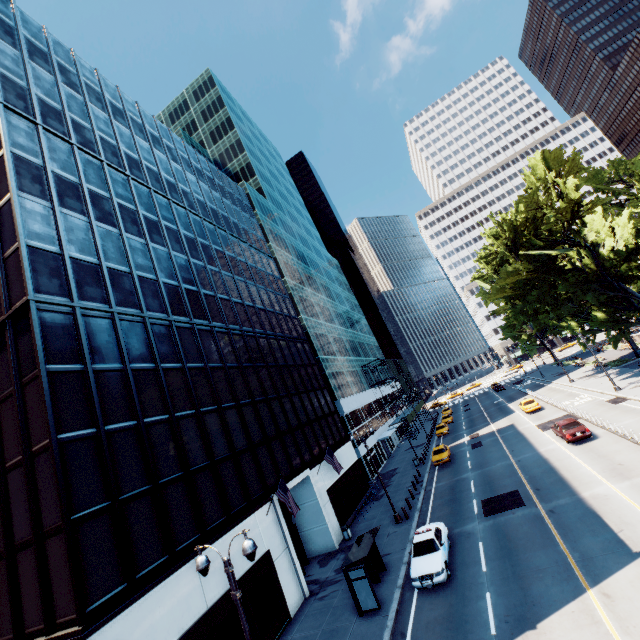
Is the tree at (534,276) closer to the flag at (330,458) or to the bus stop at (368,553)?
the bus stop at (368,553)

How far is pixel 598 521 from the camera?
15.6 meters

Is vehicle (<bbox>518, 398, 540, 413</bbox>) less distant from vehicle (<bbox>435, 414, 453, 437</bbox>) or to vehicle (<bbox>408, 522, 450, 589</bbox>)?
vehicle (<bbox>435, 414, 453, 437</bbox>)

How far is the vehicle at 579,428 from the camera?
25.0m

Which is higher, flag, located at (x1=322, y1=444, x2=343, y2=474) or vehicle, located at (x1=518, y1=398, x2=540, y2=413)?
flag, located at (x1=322, y1=444, x2=343, y2=474)

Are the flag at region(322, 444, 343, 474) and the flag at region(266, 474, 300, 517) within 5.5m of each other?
no

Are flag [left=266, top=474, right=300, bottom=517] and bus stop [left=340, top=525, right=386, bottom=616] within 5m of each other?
yes

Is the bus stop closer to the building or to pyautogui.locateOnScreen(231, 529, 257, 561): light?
the building
